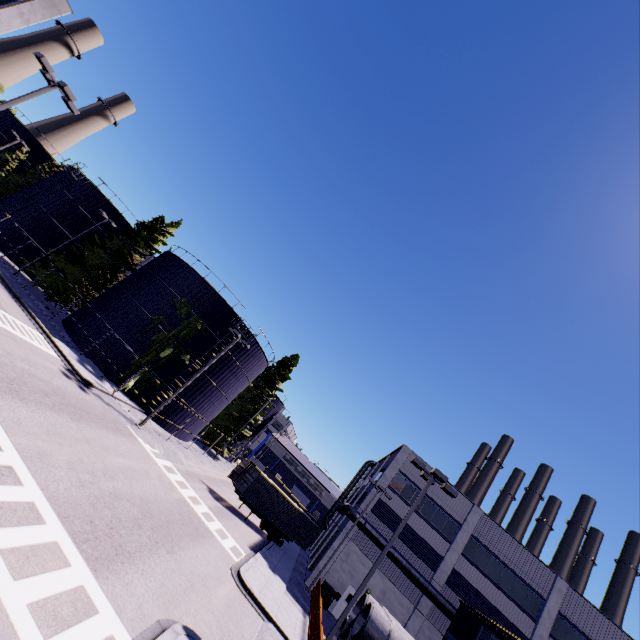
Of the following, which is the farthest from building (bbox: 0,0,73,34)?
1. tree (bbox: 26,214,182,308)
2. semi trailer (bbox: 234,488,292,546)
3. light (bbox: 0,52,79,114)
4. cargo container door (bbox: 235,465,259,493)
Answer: light (bbox: 0,52,79,114)

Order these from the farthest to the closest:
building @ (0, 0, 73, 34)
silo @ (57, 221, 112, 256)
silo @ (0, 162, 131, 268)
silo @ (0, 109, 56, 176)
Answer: silo @ (0, 109, 56, 176), silo @ (57, 221, 112, 256), silo @ (0, 162, 131, 268), building @ (0, 0, 73, 34)

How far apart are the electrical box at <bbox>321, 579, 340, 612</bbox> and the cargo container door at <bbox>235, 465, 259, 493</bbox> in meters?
9.7

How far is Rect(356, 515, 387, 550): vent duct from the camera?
27.78m

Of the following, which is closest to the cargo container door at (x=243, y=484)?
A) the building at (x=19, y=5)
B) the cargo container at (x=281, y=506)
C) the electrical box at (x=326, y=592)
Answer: the cargo container at (x=281, y=506)

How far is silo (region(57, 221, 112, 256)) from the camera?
37.4m

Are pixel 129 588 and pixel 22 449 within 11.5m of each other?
yes

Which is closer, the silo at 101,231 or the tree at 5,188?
the silo at 101,231
